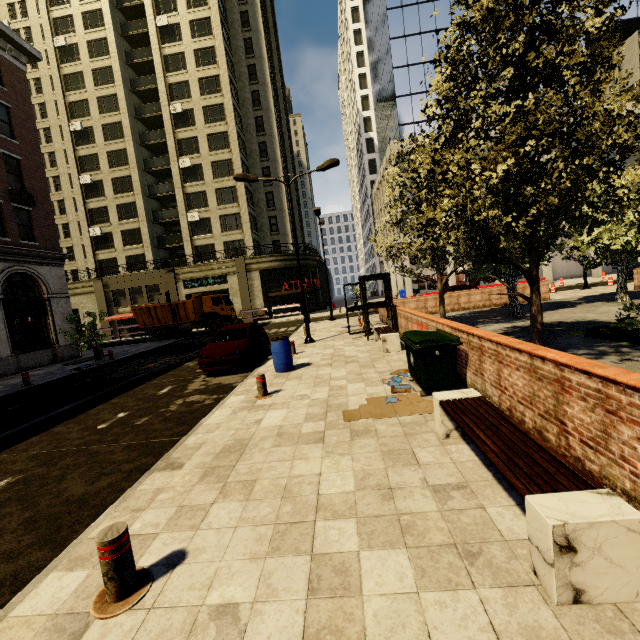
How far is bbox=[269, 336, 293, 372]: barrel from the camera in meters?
9.7 m

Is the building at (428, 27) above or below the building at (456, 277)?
above

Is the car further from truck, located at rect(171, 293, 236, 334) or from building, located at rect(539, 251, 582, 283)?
building, located at rect(539, 251, 582, 283)

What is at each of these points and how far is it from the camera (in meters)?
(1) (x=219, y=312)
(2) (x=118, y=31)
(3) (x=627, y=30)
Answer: (1) truck, 27.30
(2) building, 36.31
(3) building, 33.84

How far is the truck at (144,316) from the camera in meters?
27.1 m

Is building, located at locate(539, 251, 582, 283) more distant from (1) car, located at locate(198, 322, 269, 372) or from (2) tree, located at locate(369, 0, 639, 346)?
(1) car, located at locate(198, 322, 269, 372)

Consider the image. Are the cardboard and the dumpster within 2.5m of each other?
yes

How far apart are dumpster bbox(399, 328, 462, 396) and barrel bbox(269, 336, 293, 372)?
3.6 meters
